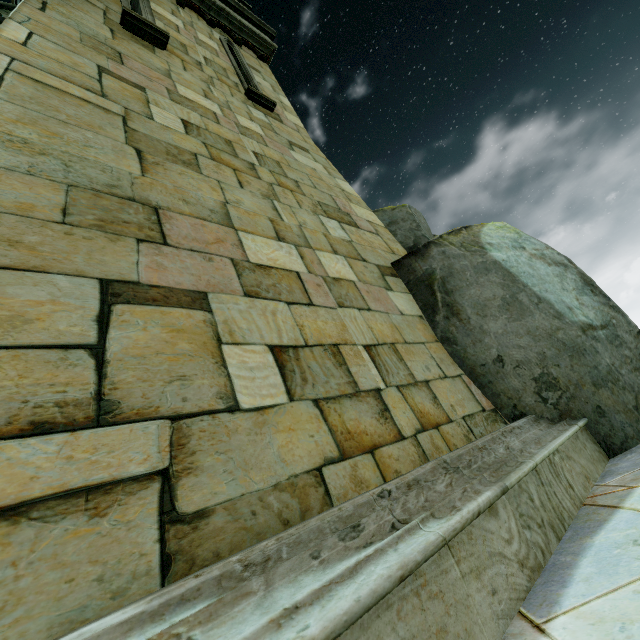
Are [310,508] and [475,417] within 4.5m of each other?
yes
